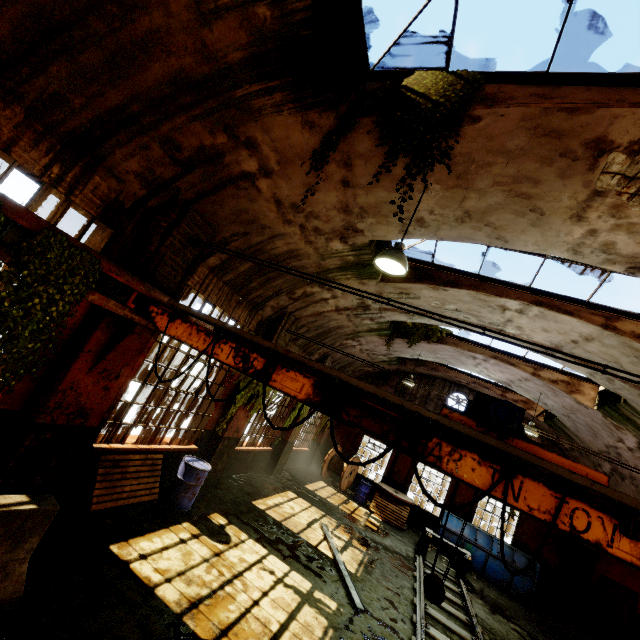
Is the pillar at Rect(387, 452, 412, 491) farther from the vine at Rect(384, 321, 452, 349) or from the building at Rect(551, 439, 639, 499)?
the vine at Rect(384, 321, 452, 349)

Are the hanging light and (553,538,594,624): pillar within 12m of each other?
no

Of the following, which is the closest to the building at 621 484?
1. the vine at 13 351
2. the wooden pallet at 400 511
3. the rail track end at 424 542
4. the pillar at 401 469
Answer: the vine at 13 351

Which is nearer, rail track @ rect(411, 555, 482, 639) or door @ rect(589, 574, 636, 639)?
rail track @ rect(411, 555, 482, 639)

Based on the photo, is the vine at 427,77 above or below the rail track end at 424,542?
above

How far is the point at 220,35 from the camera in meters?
3.7

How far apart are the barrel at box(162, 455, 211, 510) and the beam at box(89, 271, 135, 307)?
4.4 meters

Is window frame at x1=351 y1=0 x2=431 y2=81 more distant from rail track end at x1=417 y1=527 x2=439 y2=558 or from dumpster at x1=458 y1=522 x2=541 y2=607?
rail track end at x1=417 y1=527 x2=439 y2=558
